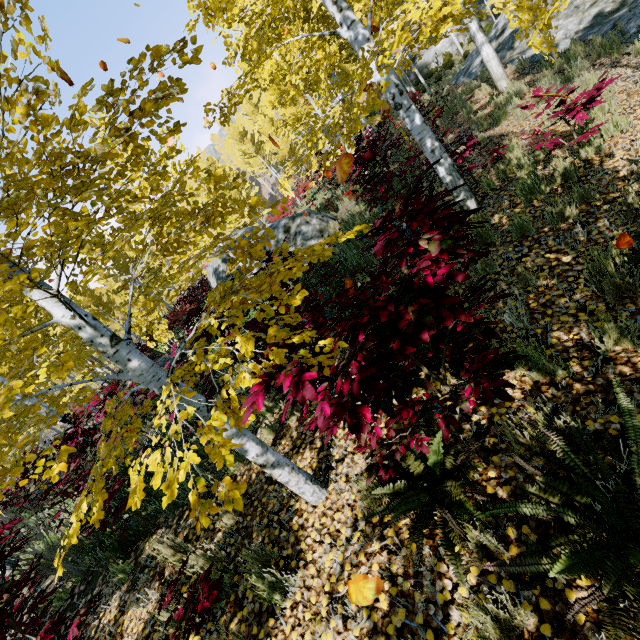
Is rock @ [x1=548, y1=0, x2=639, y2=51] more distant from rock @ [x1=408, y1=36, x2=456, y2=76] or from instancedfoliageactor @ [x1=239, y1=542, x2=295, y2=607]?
rock @ [x1=408, y1=36, x2=456, y2=76]

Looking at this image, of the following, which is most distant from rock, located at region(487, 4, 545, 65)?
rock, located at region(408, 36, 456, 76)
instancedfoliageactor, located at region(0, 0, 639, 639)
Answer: rock, located at region(408, 36, 456, 76)

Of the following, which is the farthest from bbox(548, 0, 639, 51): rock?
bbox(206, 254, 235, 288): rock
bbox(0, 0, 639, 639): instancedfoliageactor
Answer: bbox(206, 254, 235, 288): rock

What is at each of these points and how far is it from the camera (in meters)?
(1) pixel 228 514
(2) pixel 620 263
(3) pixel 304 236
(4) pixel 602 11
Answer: (1) instancedfoliageactor, 3.54
(2) instancedfoliageactor, 2.79
(3) rock, 9.71
(4) rock, 9.25

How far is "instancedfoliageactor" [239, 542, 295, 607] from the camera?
2.54m

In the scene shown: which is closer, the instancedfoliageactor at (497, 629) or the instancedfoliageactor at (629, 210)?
the instancedfoliageactor at (497, 629)

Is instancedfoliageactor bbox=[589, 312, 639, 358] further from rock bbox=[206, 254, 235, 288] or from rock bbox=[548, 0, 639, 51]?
rock bbox=[206, 254, 235, 288]
